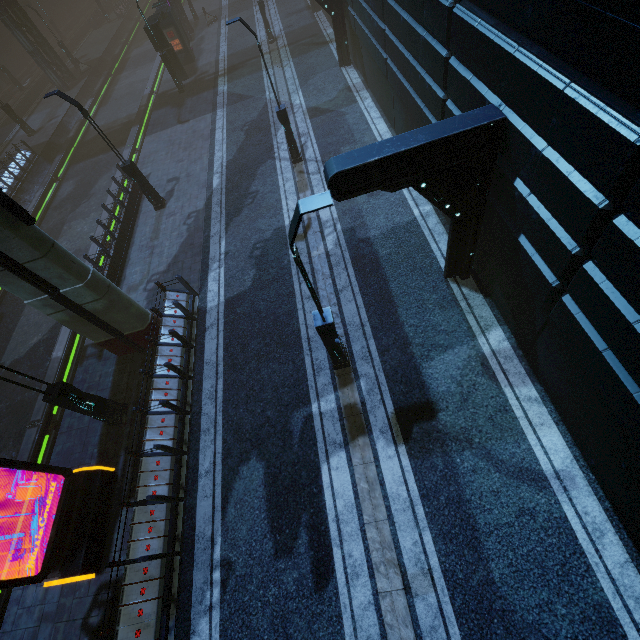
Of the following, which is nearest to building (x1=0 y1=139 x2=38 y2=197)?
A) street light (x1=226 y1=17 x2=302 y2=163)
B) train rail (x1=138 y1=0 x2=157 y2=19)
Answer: train rail (x1=138 y1=0 x2=157 y2=19)

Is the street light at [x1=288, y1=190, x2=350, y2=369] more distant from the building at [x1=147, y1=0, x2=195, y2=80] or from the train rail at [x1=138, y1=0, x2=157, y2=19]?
the train rail at [x1=138, y1=0, x2=157, y2=19]

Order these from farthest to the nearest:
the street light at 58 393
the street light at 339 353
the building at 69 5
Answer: the building at 69 5 → the street light at 58 393 → the street light at 339 353

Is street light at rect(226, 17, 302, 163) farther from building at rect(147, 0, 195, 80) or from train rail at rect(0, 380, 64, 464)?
train rail at rect(0, 380, 64, 464)

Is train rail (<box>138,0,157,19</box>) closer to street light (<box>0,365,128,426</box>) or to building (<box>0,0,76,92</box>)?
building (<box>0,0,76,92</box>)

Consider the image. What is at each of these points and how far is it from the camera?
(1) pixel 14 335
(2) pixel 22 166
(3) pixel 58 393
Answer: (1) train rail, 16.03m
(2) building, 24.03m
(3) street light, 8.52m

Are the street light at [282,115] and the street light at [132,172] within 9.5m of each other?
yes

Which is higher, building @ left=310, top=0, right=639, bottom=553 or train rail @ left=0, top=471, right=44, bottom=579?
building @ left=310, top=0, right=639, bottom=553
